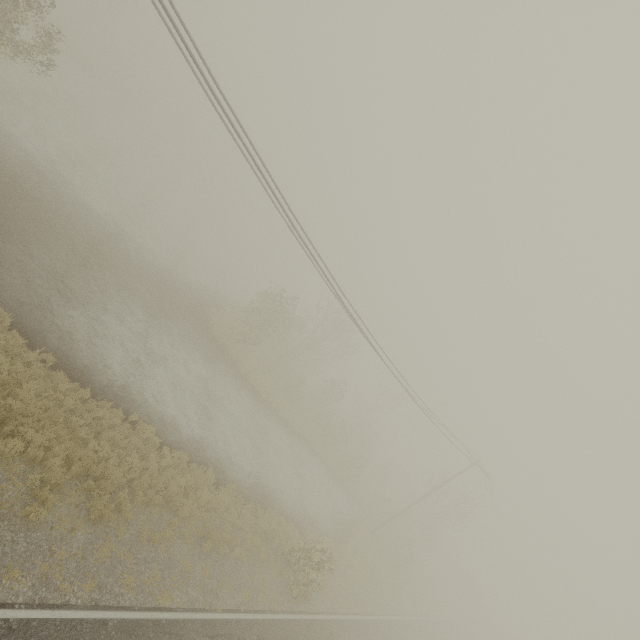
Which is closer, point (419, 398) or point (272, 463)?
point (419, 398)

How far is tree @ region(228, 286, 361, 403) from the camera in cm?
2775

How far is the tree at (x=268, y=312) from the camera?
27.8 meters
